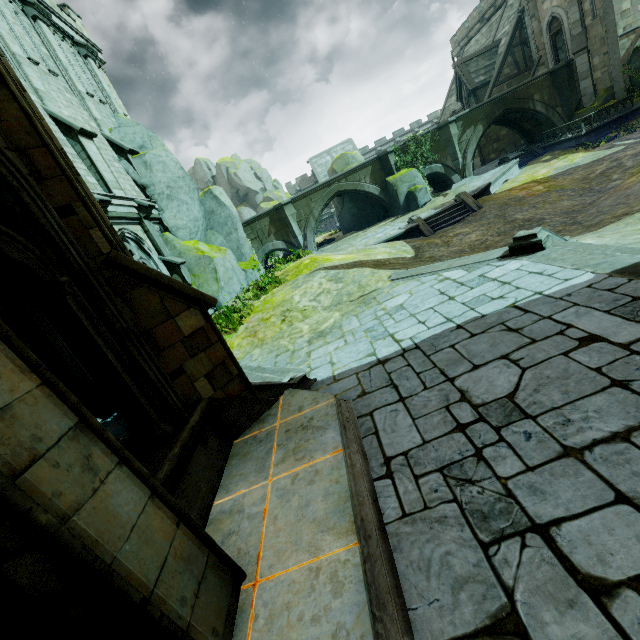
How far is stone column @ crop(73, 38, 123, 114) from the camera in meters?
15.4

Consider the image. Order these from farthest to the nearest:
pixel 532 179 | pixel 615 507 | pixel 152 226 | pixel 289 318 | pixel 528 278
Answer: pixel 532 179 → pixel 152 226 → pixel 289 318 → pixel 528 278 → pixel 615 507

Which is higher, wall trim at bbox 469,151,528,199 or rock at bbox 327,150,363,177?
rock at bbox 327,150,363,177

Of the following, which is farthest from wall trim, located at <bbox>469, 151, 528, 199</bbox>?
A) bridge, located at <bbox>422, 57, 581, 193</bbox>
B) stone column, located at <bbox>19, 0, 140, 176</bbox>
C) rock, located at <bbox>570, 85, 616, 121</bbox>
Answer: stone column, located at <bbox>19, 0, 140, 176</bbox>

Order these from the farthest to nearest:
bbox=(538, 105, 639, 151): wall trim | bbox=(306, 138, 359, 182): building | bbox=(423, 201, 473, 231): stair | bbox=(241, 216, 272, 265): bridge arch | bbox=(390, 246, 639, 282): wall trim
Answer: bbox=(306, 138, 359, 182): building → bbox=(241, 216, 272, 265): bridge arch → bbox=(538, 105, 639, 151): wall trim → bbox=(423, 201, 473, 231): stair → bbox=(390, 246, 639, 282): wall trim

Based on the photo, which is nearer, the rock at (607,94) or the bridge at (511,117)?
the rock at (607,94)

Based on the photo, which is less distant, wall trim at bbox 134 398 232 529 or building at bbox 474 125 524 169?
wall trim at bbox 134 398 232 529

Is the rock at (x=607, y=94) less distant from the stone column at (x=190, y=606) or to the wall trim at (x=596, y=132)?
the wall trim at (x=596, y=132)
